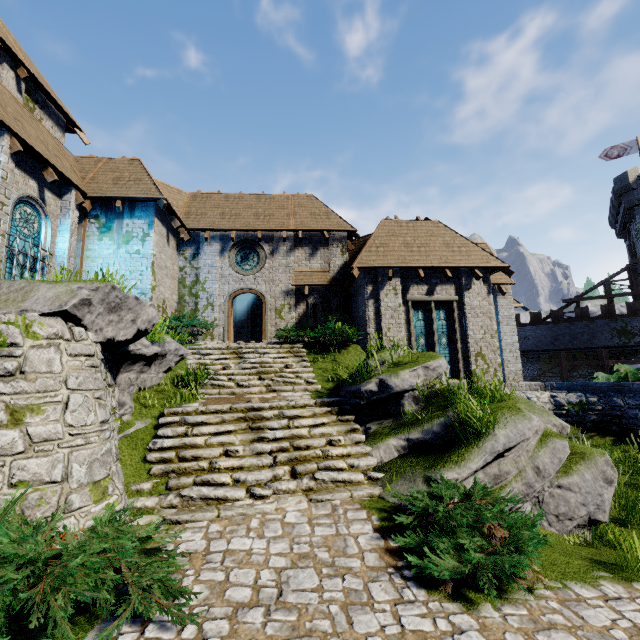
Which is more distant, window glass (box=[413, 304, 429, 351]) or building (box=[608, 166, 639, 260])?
building (box=[608, 166, 639, 260])

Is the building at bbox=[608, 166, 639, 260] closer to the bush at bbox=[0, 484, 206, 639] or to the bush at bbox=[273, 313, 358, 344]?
the bush at bbox=[273, 313, 358, 344]

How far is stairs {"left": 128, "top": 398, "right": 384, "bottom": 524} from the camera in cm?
584

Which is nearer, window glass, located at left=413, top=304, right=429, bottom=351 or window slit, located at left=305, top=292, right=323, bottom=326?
window glass, located at left=413, top=304, right=429, bottom=351

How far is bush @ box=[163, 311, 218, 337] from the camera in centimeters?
1301cm

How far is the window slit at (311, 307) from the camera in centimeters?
1662cm

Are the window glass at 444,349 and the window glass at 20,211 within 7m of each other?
no

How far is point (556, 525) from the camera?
6.3m
